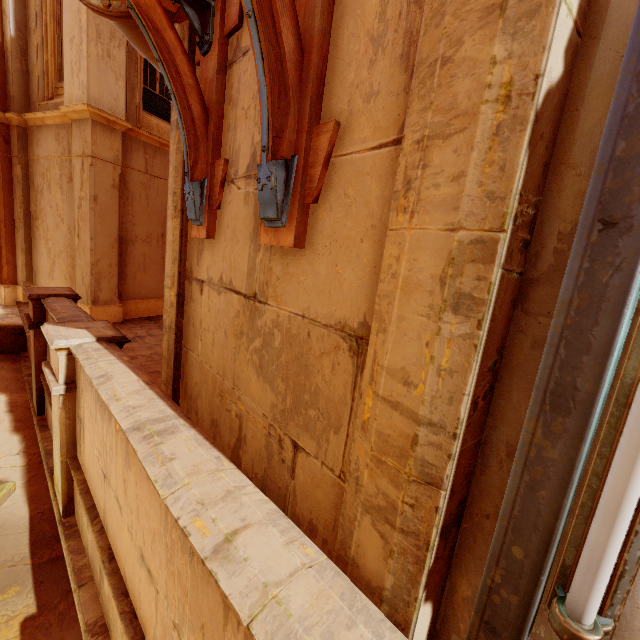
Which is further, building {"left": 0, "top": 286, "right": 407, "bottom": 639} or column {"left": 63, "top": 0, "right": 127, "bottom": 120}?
column {"left": 63, "top": 0, "right": 127, "bottom": 120}

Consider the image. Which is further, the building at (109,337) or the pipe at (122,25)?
the pipe at (122,25)

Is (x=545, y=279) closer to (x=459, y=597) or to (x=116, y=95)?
(x=459, y=597)

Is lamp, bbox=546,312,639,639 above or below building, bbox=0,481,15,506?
above

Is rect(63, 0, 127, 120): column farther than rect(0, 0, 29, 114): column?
No

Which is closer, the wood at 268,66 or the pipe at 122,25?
the wood at 268,66

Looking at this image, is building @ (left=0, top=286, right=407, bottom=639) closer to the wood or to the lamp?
the lamp

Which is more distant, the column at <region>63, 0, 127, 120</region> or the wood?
the column at <region>63, 0, 127, 120</region>
